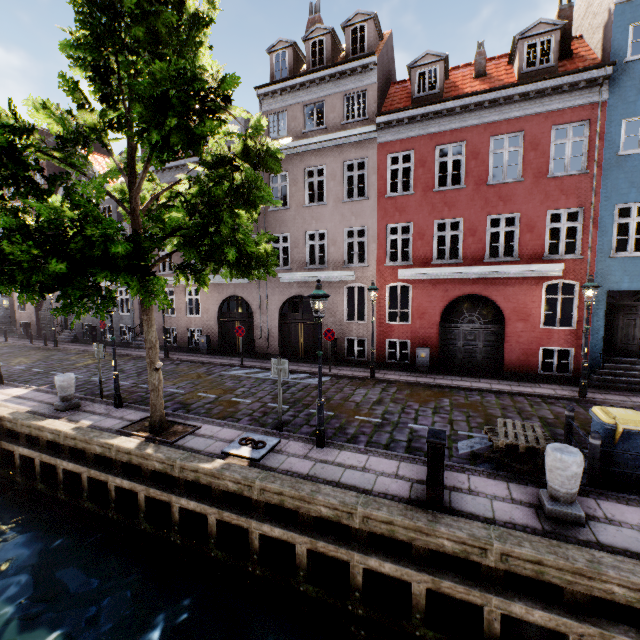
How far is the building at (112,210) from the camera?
20.4 meters

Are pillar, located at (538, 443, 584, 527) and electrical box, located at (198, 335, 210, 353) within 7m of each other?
no

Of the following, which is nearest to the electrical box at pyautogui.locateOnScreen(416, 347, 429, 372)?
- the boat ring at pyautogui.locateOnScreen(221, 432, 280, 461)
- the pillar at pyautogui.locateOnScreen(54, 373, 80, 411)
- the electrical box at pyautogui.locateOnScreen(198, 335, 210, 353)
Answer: the boat ring at pyautogui.locateOnScreen(221, 432, 280, 461)

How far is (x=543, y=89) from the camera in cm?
1152

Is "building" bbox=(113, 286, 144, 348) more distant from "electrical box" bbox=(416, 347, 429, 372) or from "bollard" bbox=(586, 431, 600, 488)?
"bollard" bbox=(586, 431, 600, 488)

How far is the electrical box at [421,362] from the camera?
13.8m

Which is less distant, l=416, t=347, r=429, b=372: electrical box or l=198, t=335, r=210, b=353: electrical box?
l=416, t=347, r=429, b=372: electrical box

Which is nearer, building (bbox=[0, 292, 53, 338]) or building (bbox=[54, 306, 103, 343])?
building (bbox=[54, 306, 103, 343])
